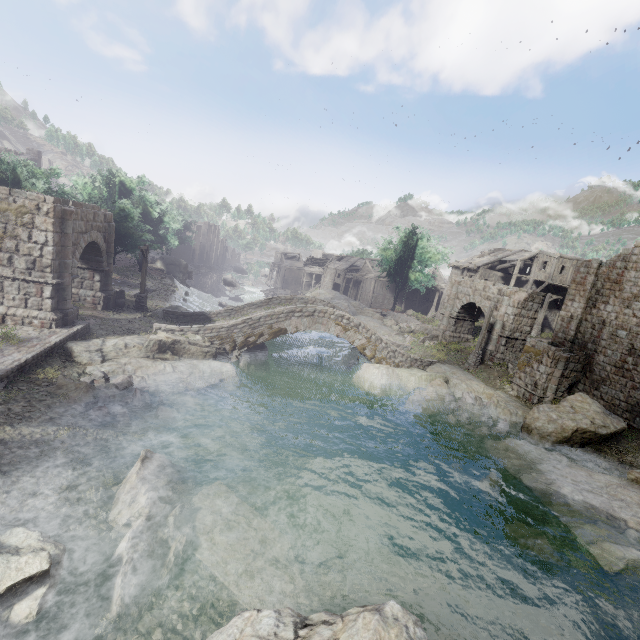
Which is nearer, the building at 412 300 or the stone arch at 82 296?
the stone arch at 82 296

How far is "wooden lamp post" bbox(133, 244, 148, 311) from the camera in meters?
22.6

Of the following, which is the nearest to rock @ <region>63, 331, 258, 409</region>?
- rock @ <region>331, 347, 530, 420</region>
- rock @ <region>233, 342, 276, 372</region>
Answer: rock @ <region>233, 342, 276, 372</region>

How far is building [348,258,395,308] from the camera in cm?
5453

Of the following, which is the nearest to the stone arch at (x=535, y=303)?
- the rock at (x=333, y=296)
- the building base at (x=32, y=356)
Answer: the building base at (x=32, y=356)

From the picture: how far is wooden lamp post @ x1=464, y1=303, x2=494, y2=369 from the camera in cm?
2408

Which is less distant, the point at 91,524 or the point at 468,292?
the point at 91,524

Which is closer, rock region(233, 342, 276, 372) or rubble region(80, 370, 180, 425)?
rubble region(80, 370, 180, 425)
